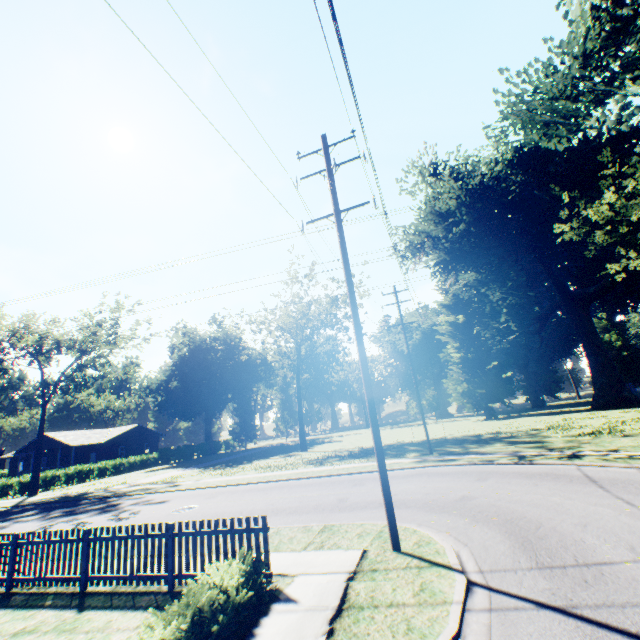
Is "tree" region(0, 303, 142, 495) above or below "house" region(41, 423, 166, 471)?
above

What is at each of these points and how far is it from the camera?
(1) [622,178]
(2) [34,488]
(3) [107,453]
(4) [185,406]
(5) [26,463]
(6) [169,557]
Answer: (1) plant, 28.2 meters
(2) tree, 31.3 meters
(3) house, 47.2 meters
(4) plant, 54.3 meters
(5) house, 51.2 meters
(6) fence, 7.1 meters

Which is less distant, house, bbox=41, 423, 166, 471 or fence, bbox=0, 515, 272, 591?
fence, bbox=0, 515, 272, 591

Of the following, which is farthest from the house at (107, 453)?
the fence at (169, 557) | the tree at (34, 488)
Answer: the fence at (169, 557)

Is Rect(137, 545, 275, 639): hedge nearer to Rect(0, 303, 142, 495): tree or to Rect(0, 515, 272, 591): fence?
Rect(0, 515, 272, 591): fence

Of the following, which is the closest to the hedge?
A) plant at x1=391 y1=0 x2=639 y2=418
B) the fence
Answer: the fence

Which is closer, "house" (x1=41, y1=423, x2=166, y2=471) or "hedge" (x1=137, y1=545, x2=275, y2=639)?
"hedge" (x1=137, y1=545, x2=275, y2=639)

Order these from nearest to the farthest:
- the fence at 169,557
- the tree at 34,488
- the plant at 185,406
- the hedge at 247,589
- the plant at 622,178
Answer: the hedge at 247,589 → the fence at 169,557 → the plant at 622,178 → the tree at 34,488 → the plant at 185,406
